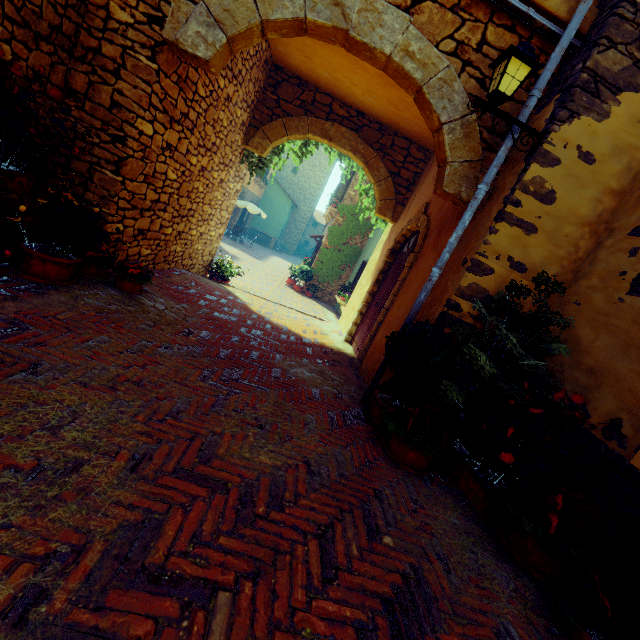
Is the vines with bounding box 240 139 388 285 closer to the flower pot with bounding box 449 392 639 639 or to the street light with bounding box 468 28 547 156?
the street light with bounding box 468 28 547 156

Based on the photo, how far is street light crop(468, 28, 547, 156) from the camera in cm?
302

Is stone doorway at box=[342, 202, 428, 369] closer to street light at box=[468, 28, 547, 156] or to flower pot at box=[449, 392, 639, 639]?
street light at box=[468, 28, 547, 156]

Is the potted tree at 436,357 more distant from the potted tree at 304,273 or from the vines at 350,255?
the potted tree at 304,273

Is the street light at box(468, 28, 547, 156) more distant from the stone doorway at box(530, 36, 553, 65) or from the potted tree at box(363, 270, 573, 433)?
the potted tree at box(363, 270, 573, 433)

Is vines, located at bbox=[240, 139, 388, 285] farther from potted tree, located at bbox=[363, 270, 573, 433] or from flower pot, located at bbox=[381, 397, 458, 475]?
flower pot, located at bbox=[381, 397, 458, 475]

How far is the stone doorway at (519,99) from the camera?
3.6 meters

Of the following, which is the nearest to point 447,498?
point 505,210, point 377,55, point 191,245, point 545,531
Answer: point 545,531
